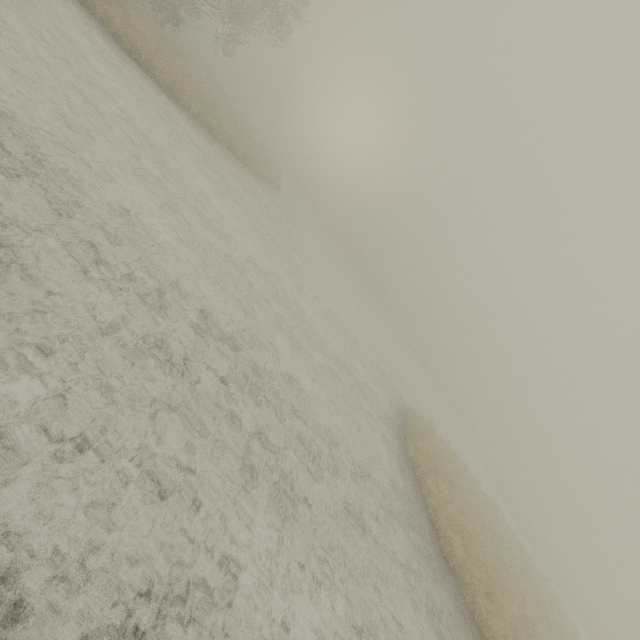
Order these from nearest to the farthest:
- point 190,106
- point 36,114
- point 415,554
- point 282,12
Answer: point 36,114, point 415,554, point 190,106, point 282,12
